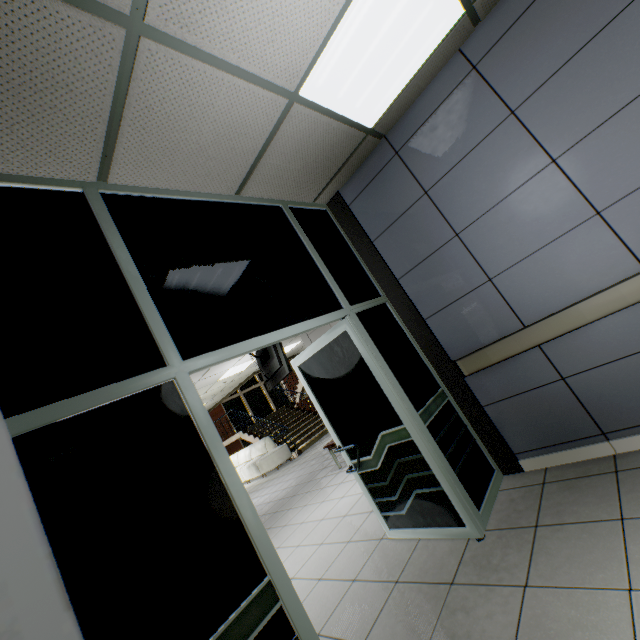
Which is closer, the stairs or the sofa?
the sofa

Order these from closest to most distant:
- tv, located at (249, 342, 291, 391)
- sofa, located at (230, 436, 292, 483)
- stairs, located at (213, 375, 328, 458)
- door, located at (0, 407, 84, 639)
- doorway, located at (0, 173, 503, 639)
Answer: door, located at (0, 407, 84, 639) → doorway, located at (0, 173, 503, 639) → tv, located at (249, 342, 291, 391) → sofa, located at (230, 436, 292, 483) → stairs, located at (213, 375, 328, 458)

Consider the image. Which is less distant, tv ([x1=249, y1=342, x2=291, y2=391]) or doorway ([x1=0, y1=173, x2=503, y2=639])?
doorway ([x1=0, y1=173, x2=503, y2=639])

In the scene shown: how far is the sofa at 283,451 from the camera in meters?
10.5 m

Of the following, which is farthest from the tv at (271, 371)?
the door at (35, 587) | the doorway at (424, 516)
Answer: the door at (35, 587)

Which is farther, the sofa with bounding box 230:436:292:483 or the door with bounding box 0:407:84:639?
the sofa with bounding box 230:436:292:483

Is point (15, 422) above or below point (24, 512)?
above

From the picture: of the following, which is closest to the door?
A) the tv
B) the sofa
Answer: the tv
